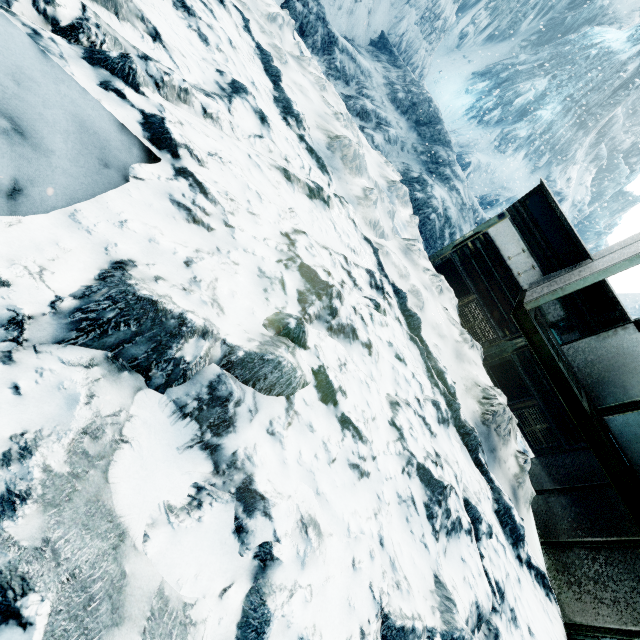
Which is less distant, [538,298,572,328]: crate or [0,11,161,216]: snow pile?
[0,11,161,216]: snow pile

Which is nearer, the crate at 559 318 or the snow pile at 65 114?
the snow pile at 65 114

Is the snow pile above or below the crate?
below

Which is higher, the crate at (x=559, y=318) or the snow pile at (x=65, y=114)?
the crate at (x=559, y=318)

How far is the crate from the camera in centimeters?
742cm

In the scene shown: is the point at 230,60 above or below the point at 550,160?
below
